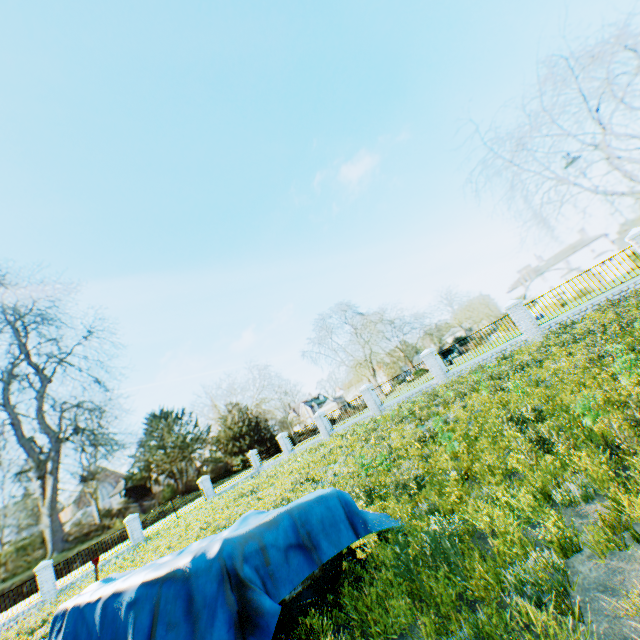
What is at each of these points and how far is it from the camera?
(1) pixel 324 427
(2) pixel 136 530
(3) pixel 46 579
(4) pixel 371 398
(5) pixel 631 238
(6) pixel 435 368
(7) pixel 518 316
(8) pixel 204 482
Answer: (1) fence column, 26.3m
(2) gate, 24.1m
(3) fence column, 20.1m
(4) fence column, 23.1m
(5) fence column, 13.9m
(6) fence column, 20.0m
(7) fence column, 16.9m
(8) gate, 28.8m

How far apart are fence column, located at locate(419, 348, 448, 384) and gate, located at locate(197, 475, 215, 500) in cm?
2217

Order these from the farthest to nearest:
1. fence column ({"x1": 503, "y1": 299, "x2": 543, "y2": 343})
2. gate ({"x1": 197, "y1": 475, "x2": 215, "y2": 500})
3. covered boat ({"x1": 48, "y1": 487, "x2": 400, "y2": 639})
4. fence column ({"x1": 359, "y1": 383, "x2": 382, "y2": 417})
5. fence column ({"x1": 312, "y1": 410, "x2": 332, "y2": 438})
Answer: gate ({"x1": 197, "y1": 475, "x2": 215, "y2": 500}), fence column ({"x1": 312, "y1": 410, "x2": 332, "y2": 438}), fence column ({"x1": 359, "y1": 383, "x2": 382, "y2": 417}), fence column ({"x1": 503, "y1": 299, "x2": 543, "y2": 343}), covered boat ({"x1": 48, "y1": 487, "x2": 400, "y2": 639})

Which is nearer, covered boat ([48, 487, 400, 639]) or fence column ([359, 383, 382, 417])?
covered boat ([48, 487, 400, 639])

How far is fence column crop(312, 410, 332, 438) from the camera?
26.27m

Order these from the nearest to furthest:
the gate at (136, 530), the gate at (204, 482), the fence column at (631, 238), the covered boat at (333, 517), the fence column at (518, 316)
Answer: the covered boat at (333, 517)
the fence column at (631, 238)
the fence column at (518, 316)
the gate at (136, 530)
the gate at (204, 482)

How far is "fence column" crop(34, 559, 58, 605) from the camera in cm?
1977

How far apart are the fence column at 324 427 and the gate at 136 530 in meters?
15.1
